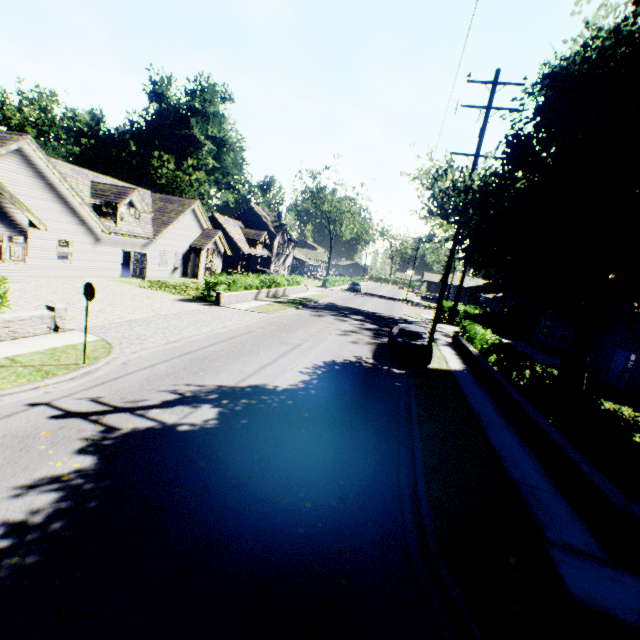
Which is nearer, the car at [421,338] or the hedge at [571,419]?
the hedge at [571,419]

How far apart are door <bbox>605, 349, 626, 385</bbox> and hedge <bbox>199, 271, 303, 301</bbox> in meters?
24.7 m

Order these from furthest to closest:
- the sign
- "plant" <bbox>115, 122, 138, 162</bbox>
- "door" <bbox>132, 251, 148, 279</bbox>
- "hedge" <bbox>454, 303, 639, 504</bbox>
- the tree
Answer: "plant" <bbox>115, 122, 138, 162</bbox>, "door" <bbox>132, 251, 148, 279</bbox>, the sign, the tree, "hedge" <bbox>454, 303, 639, 504</bbox>

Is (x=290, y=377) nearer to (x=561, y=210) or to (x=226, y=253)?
(x=561, y=210)

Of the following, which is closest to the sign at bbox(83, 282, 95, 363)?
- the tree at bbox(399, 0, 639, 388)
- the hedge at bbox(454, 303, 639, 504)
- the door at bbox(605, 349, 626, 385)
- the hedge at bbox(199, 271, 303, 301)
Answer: the tree at bbox(399, 0, 639, 388)

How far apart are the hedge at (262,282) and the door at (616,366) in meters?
24.7 m

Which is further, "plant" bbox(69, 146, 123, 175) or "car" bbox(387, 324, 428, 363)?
"plant" bbox(69, 146, 123, 175)

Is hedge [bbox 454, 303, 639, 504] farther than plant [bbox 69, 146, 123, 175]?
No
